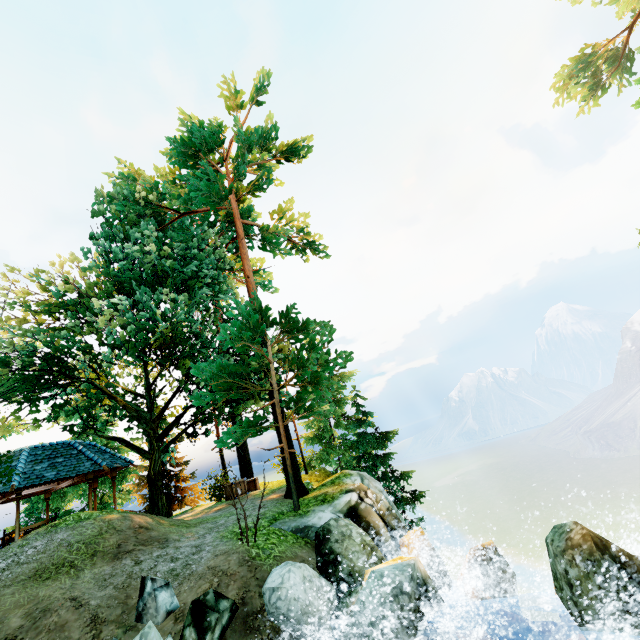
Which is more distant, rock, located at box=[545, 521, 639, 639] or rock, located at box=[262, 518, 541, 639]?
rock, located at box=[262, 518, 541, 639]

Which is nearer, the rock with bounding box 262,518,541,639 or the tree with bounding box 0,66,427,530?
the rock with bounding box 262,518,541,639

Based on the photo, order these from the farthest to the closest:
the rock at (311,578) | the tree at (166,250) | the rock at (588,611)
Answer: the tree at (166,250)
the rock at (311,578)
the rock at (588,611)

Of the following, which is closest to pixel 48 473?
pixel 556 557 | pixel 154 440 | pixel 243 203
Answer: pixel 154 440

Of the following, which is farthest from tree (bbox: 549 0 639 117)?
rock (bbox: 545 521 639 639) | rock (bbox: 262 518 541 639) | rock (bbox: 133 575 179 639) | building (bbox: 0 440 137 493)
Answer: rock (bbox: 545 521 639 639)

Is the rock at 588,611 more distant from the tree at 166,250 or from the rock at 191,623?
the tree at 166,250

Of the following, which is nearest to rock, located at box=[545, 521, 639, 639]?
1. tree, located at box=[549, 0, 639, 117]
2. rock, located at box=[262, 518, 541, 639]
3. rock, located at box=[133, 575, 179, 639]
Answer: rock, located at box=[262, 518, 541, 639]
